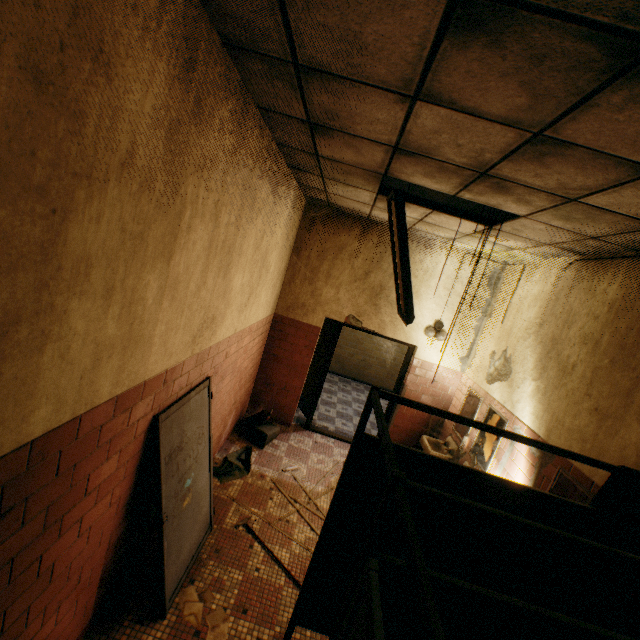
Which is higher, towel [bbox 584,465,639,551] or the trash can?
towel [bbox 584,465,639,551]

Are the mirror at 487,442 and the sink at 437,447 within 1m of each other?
yes

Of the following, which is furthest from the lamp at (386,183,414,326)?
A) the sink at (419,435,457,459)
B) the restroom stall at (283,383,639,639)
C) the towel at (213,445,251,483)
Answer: the towel at (213,445,251,483)

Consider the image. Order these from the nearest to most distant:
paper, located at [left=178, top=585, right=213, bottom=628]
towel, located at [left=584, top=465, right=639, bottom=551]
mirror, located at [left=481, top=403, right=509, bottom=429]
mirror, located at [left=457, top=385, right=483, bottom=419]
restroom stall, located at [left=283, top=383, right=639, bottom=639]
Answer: restroom stall, located at [left=283, top=383, right=639, bottom=639], towel, located at [left=584, top=465, right=639, bottom=551], paper, located at [left=178, top=585, right=213, bottom=628], mirror, located at [left=481, top=403, right=509, bottom=429], mirror, located at [left=457, top=385, right=483, bottom=419]

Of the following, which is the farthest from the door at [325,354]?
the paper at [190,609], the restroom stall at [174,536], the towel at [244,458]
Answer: the paper at [190,609]

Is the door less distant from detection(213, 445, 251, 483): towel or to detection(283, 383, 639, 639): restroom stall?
detection(213, 445, 251, 483): towel

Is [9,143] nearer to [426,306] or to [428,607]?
[428,607]

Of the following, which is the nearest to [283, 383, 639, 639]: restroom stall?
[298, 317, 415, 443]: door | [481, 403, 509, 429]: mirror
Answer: [481, 403, 509, 429]: mirror
